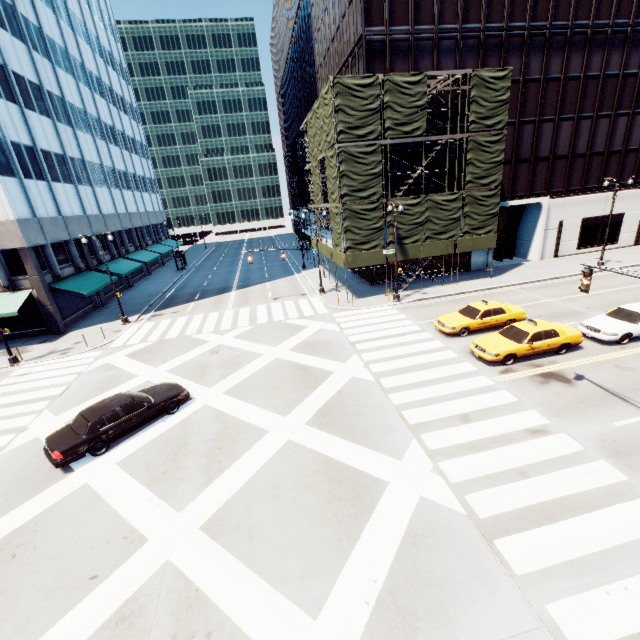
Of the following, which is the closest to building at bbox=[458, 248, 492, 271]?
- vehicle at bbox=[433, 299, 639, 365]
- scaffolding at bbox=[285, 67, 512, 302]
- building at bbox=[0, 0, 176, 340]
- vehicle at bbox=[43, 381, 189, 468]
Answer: scaffolding at bbox=[285, 67, 512, 302]

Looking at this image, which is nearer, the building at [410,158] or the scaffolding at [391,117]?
the scaffolding at [391,117]

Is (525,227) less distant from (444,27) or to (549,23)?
(549,23)

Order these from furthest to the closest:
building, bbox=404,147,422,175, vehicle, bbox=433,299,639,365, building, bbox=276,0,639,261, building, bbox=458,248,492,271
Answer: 1. building, bbox=458,248,492,271
2. building, bbox=404,147,422,175
3. building, bbox=276,0,639,261
4. vehicle, bbox=433,299,639,365

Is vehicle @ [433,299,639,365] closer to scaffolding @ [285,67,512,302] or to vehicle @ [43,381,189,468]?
scaffolding @ [285,67,512,302]

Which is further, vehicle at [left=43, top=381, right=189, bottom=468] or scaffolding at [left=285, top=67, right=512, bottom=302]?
scaffolding at [left=285, top=67, right=512, bottom=302]

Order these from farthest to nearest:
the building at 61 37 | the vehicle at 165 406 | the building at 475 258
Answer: the building at 475 258, the building at 61 37, the vehicle at 165 406

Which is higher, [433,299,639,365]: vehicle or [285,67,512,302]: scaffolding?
[285,67,512,302]: scaffolding
